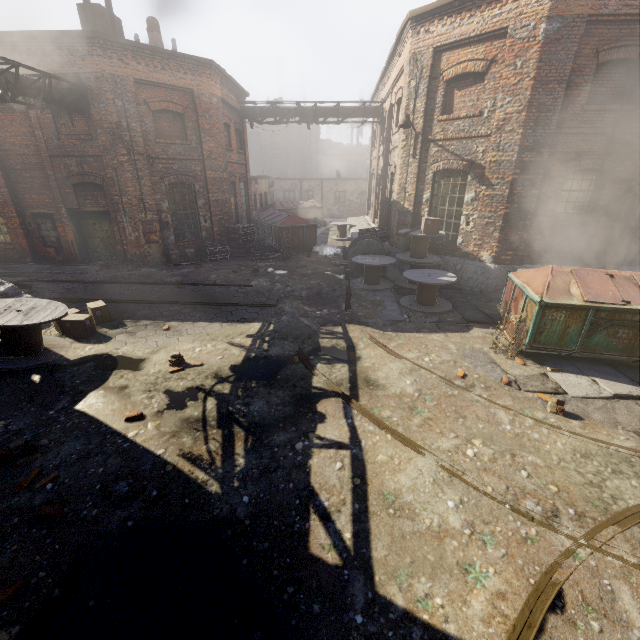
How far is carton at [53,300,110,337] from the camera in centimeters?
748cm

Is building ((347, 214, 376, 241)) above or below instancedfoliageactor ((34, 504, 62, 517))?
above

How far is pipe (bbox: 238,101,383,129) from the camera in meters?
17.0

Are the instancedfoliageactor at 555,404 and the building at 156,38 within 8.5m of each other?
no

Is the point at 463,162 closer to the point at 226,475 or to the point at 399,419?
the point at 399,419

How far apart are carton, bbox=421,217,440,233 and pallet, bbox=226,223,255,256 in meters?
8.4 m

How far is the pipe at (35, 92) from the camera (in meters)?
9.58

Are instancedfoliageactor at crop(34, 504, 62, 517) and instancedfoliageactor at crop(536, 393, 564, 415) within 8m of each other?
yes
